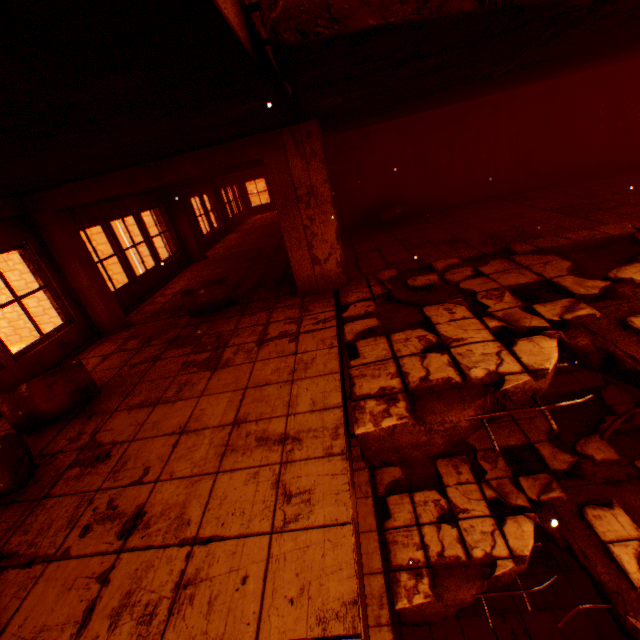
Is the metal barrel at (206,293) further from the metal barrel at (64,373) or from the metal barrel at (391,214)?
the metal barrel at (391,214)

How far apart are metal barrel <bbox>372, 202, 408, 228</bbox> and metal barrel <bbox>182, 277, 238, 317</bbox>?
4.93m

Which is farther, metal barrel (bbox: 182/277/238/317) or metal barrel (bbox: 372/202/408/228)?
metal barrel (bbox: 372/202/408/228)

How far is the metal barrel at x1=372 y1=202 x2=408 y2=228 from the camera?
9.0m

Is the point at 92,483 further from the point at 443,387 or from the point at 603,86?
the point at 603,86

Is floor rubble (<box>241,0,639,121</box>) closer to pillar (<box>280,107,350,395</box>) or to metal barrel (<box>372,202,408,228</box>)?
pillar (<box>280,107,350,395</box>)

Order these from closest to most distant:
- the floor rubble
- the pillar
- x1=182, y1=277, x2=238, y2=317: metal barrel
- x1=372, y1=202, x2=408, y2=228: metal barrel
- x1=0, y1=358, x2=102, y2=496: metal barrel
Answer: the floor rubble, x1=0, y1=358, x2=102, y2=496: metal barrel, the pillar, x1=182, y1=277, x2=238, y2=317: metal barrel, x1=372, y1=202, x2=408, y2=228: metal barrel

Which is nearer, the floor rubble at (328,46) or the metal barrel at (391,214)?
the floor rubble at (328,46)
